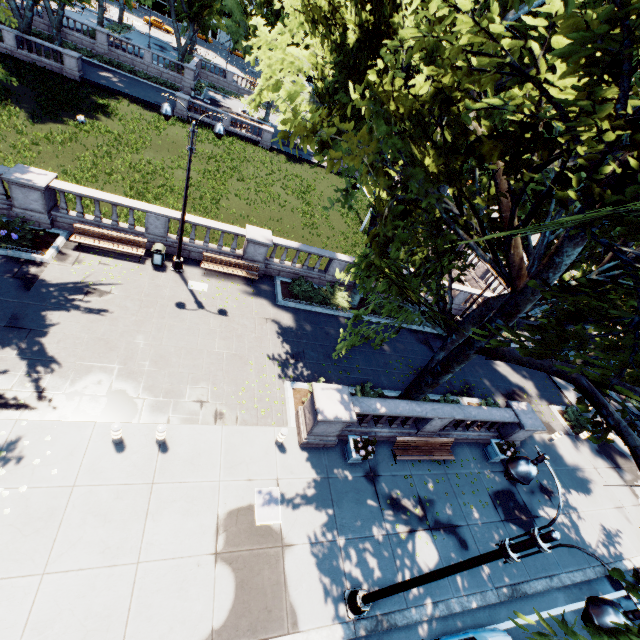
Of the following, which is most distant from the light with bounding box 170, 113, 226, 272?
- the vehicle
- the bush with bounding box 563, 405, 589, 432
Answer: the bush with bounding box 563, 405, 589, 432

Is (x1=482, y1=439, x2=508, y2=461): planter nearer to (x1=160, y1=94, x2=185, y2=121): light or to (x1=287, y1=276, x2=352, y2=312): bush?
(x1=160, y1=94, x2=185, y2=121): light

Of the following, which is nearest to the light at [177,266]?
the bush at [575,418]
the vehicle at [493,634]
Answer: the vehicle at [493,634]

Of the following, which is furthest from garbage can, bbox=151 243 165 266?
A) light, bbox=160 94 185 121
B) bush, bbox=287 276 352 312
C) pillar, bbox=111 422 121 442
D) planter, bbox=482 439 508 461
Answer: planter, bbox=482 439 508 461

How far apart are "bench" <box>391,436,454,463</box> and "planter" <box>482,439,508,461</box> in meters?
2.3

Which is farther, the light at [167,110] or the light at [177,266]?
the light at [177,266]

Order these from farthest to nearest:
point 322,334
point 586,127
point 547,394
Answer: point 547,394 < point 322,334 < point 586,127

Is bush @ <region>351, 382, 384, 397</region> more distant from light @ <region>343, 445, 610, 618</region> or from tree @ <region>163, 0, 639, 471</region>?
light @ <region>343, 445, 610, 618</region>
